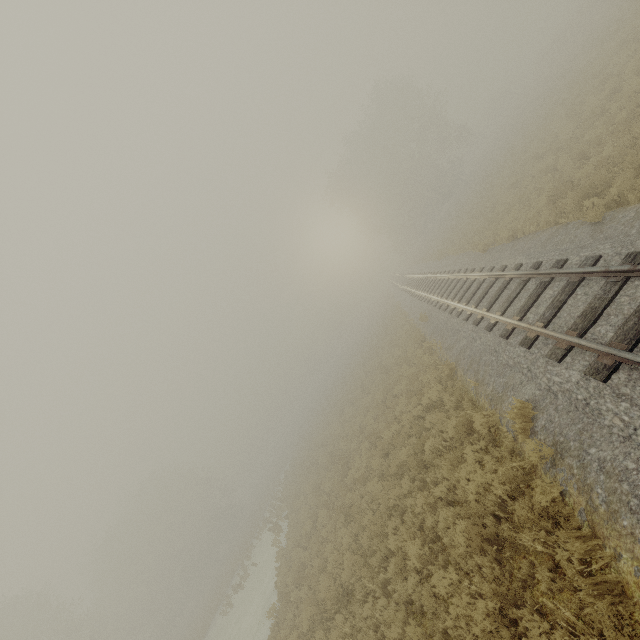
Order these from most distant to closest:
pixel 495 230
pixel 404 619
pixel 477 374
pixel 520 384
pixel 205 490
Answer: pixel 205 490 → pixel 495 230 → pixel 477 374 → pixel 520 384 → pixel 404 619

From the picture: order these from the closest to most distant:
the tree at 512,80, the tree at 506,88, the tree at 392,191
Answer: the tree at 392,191 → the tree at 512,80 → the tree at 506,88

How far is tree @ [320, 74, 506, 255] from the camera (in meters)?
38.84

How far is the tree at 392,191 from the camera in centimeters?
3884cm

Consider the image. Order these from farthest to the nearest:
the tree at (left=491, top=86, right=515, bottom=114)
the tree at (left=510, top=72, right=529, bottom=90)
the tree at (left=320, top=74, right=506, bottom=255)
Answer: the tree at (left=491, top=86, right=515, bottom=114), the tree at (left=510, top=72, right=529, bottom=90), the tree at (left=320, top=74, right=506, bottom=255)

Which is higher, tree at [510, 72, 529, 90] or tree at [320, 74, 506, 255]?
tree at [320, 74, 506, 255]

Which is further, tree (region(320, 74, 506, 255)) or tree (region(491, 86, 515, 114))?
tree (region(491, 86, 515, 114))
